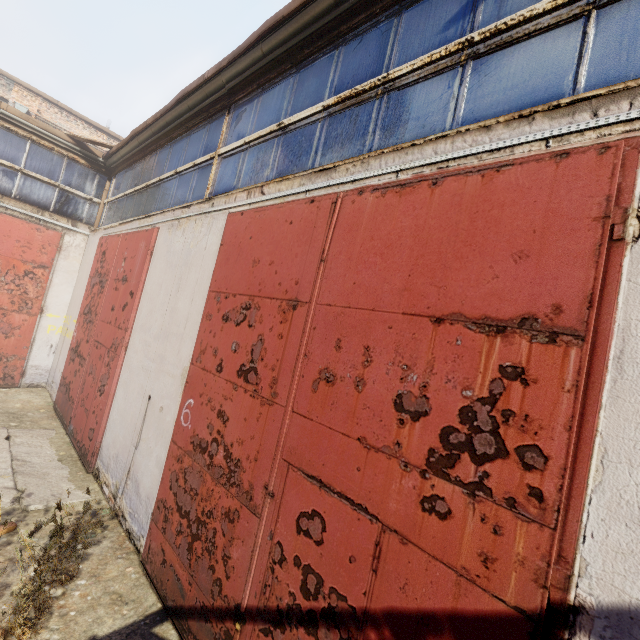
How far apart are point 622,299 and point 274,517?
2.66m
